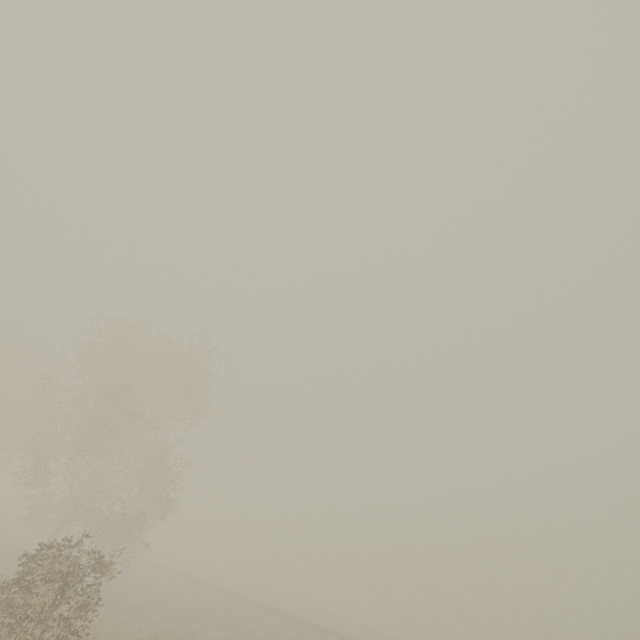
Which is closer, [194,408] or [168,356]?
[168,356]
